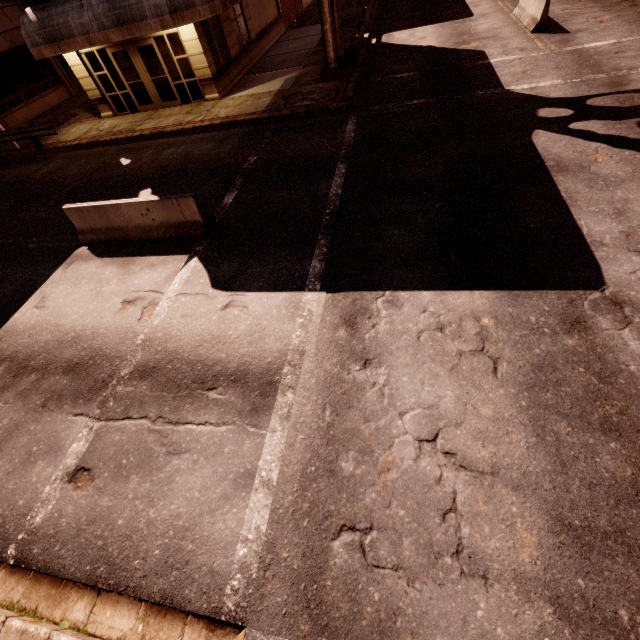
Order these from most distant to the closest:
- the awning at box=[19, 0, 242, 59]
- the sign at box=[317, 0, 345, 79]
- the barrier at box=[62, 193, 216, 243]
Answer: the sign at box=[317, 0, 345, 79], the awning at box=[19, 0, 242, 59], the barrier at box=[62, 193, 216, 243]

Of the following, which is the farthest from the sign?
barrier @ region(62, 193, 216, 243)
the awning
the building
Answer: barrier @ region(62, 193, 216, 243)

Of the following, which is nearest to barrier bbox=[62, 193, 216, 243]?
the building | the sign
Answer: the building

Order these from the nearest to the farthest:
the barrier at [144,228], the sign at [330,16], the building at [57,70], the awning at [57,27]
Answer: the barrier at [144,228] < the awning at [57,27] < the sign at [330,16] < the building at [57,70]

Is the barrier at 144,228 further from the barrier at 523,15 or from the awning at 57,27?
the barrier at 523,15

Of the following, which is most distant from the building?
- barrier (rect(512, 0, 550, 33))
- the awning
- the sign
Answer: barrier (rect(512, 0, 550, 33))

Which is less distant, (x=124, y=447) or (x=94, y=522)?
(x=94, y=522)

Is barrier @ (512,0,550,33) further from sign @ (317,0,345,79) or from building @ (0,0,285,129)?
building @ (0,0,285,129)
